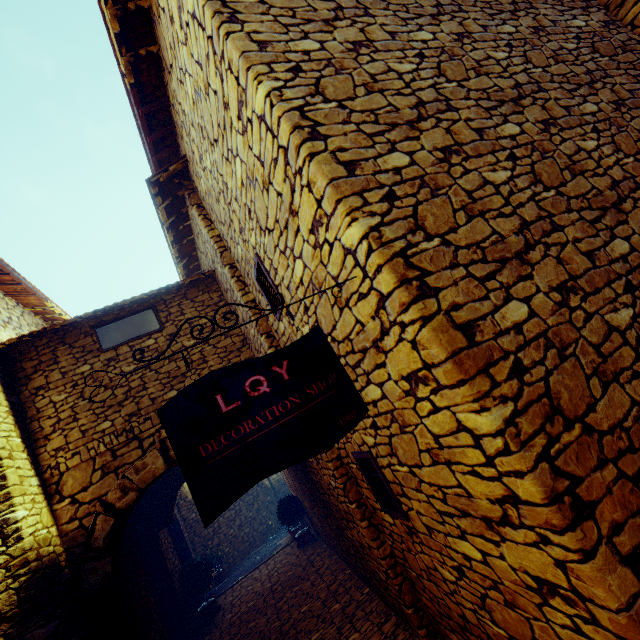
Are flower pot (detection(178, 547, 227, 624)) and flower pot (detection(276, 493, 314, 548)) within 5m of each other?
→ yes

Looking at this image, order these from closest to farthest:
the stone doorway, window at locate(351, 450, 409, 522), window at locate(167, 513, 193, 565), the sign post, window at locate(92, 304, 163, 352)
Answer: the sign post, window at locate(351, 450, 409, 522), the stone doorway, window at locate(92, 304, 163, 352), window at locate(167, 513, 193, 565)

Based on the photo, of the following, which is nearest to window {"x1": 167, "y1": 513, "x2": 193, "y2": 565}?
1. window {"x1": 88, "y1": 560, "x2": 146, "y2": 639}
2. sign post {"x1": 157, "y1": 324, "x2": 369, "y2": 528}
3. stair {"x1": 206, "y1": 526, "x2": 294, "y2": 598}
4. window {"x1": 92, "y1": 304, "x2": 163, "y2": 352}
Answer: stair {"x1": 206, "y1": 526, "x2": 294, "y2": 598}

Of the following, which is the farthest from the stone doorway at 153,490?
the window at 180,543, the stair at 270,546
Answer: the stair at 270,546

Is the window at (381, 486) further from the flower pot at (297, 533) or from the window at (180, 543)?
the window at (180, 543)

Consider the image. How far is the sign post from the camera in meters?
1.5

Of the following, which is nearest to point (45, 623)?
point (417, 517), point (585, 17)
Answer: point (417, 517)

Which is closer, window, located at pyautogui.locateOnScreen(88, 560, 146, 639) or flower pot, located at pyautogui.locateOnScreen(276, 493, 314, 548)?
window, located at pyautogui.locateOnScreen(88, 560, 146, 639)
